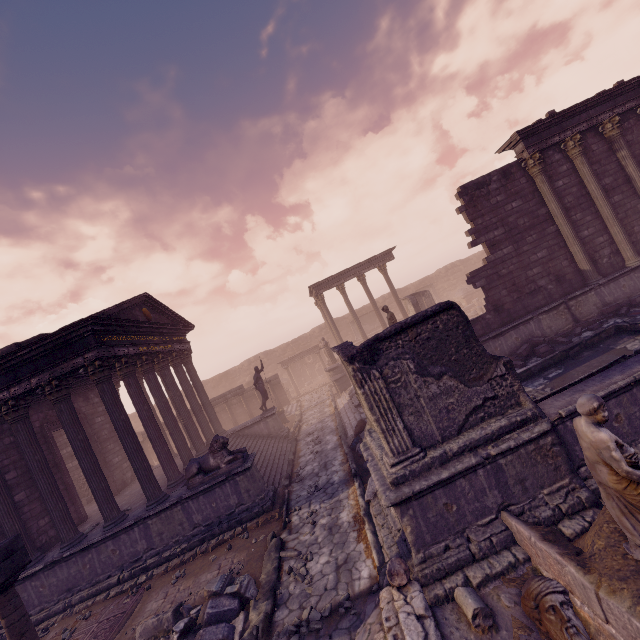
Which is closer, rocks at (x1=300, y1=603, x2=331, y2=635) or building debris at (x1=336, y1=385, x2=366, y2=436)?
rocks at (x1=300, y1=603, x2=331, y2=635)

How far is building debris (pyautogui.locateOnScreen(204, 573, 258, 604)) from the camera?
6.6m

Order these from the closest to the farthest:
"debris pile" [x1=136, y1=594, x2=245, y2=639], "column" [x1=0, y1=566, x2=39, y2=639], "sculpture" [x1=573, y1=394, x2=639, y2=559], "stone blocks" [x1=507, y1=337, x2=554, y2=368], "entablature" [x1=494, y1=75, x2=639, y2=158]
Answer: "sculpture" [x1=573, y1=394, x2=639, y2=559] → "column" [x1=0, y1=566, x2=39, y2=639] → "debris pile" [x1=136, y1=594, x2=245, y2=639] → "stone blocks" [x1=507, y1=337, x2=554, y2=368] → "entablature" [x1=494, y1=75, x2=639, y2=158]

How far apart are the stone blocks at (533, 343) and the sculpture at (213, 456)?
9.70m

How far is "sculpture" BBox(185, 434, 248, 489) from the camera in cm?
994

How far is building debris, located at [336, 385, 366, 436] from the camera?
13.9 meters

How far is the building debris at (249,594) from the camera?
6.6 meters

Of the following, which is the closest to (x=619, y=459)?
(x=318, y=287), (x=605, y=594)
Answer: (x=605, y=594)
